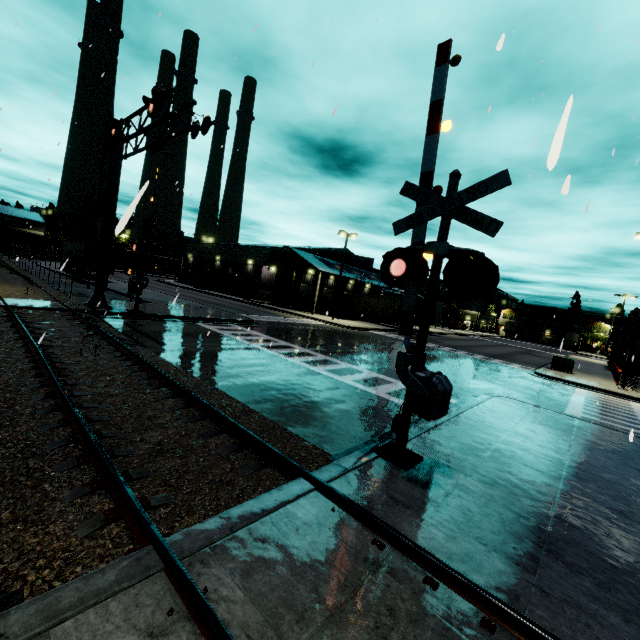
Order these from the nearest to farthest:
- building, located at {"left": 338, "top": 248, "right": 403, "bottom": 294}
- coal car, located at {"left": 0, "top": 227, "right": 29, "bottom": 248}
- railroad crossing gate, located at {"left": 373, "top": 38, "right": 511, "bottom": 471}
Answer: railroad crossing gate, located at {"left": 373, "top": 38, "right": 511, "bottom": 471}, building, located at {"left": 338, "top": 248, "right": 403, "bottom": 294}, coal car, located at {"left": 0, "top": 227, "right": 29, "bottom": 248}

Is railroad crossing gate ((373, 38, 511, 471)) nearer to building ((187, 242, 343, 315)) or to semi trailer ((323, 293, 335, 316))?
building ((187, 242, 343, 315))

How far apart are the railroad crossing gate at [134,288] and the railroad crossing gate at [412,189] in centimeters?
1363cm

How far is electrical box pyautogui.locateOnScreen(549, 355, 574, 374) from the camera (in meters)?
24.14

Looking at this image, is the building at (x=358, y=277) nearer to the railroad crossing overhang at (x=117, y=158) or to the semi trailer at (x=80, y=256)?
the semi trailer at (x=80, y=256)

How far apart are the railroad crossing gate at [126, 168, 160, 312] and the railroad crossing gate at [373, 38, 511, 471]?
13.6m

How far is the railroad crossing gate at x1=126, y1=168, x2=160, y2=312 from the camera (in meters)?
16.38

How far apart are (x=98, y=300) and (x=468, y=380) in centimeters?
1927cm
